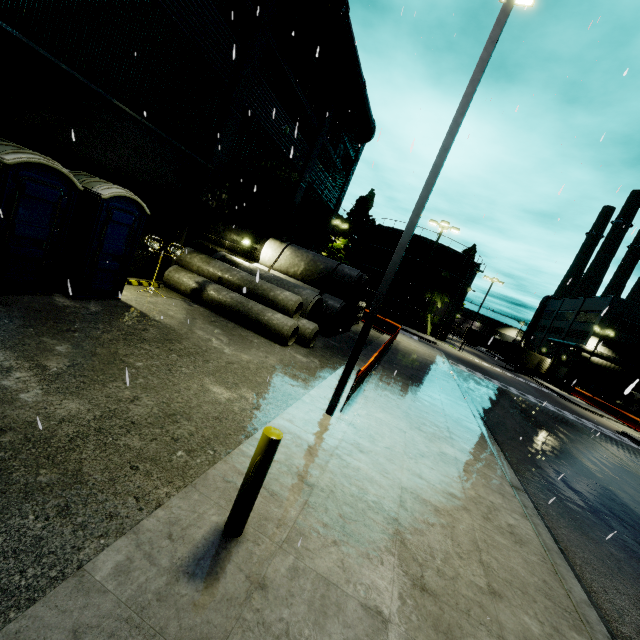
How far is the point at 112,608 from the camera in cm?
238

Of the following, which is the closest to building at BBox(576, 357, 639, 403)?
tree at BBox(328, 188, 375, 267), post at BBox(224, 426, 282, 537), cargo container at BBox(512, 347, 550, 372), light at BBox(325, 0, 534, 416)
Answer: tree at BBox(328, 188, 375, 267)

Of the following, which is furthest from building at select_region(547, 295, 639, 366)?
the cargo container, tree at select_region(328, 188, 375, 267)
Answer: the cargo container

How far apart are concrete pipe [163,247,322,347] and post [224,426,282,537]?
7.8m

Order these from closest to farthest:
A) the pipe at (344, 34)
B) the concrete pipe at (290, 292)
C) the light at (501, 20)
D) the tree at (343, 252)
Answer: the light at (501, 20) < the concrete pipe at (290, 292) < the pipe at (344, 34) < the tree at (343, 252)

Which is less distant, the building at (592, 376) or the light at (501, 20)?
the light at (501, 20)

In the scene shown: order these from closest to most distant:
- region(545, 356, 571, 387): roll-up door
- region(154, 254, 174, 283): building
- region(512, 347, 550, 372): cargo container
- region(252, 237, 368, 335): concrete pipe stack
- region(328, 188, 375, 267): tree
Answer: region(154, 254, 174, 283): building < region(252, 237, 368, 335): concrete pipe stack < region(512, 347, 550, 372): cargo container < region(328, 188, 375, 267): tree < region(545, 356, 571, 387): roll-up door

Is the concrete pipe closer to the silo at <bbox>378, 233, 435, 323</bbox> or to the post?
the post
